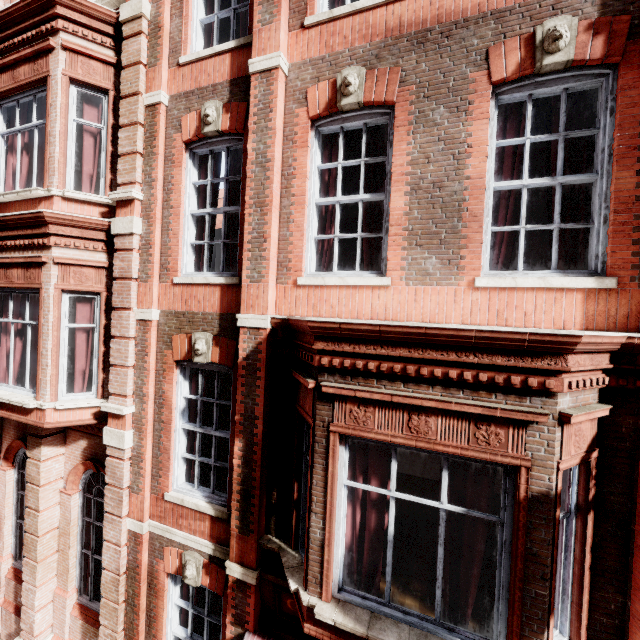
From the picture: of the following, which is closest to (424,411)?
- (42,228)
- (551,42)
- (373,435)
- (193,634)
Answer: (373,435)
